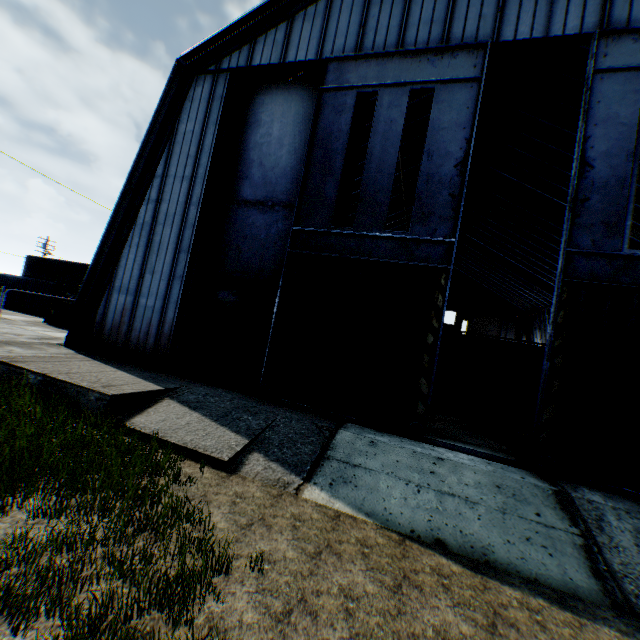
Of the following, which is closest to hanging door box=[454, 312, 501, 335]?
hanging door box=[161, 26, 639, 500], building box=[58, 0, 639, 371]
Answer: building box=[58, 0, 639, 371]

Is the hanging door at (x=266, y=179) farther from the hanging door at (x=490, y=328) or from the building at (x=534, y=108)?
the hanging door at (x=490, y=328)

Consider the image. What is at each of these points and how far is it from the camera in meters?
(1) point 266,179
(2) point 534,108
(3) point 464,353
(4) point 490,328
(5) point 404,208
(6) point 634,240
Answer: (1) hanging door, 10.8 m
(2) building, 16.8 m
(3) train, 15.3 m
(4) hanging door, 49.7 m
(5) building, 27.2 m
(6) building, 20.0 m

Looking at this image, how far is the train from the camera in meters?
14.2

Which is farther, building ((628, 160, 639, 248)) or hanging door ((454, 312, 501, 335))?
hanging door ((454, 312, 501, 335))

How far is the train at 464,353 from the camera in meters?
14.2

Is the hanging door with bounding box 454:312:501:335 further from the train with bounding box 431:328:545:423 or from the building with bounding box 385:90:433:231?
the train with bounding box 431:328:545:423
